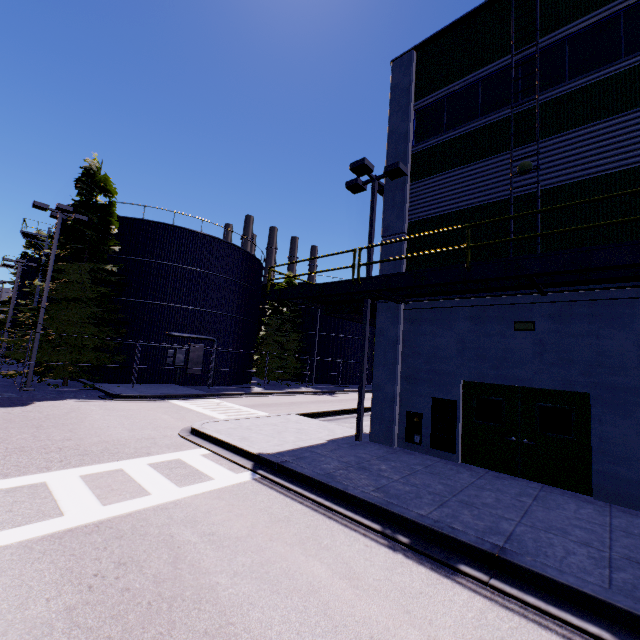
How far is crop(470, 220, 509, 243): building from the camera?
9.46m

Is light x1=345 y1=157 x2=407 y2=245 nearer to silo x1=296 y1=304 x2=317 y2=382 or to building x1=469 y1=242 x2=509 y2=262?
building x1=469 y1=242 x2=509 y2=262

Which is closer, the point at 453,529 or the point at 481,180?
the point at 453,529

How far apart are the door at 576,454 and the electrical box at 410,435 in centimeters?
110cm

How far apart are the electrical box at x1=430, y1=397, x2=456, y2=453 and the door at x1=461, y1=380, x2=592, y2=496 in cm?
9

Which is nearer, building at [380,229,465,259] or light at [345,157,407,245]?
building at [380,229,465,259]

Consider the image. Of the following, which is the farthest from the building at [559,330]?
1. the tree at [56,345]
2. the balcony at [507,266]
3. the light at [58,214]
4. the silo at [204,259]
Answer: the light at [58,214]
